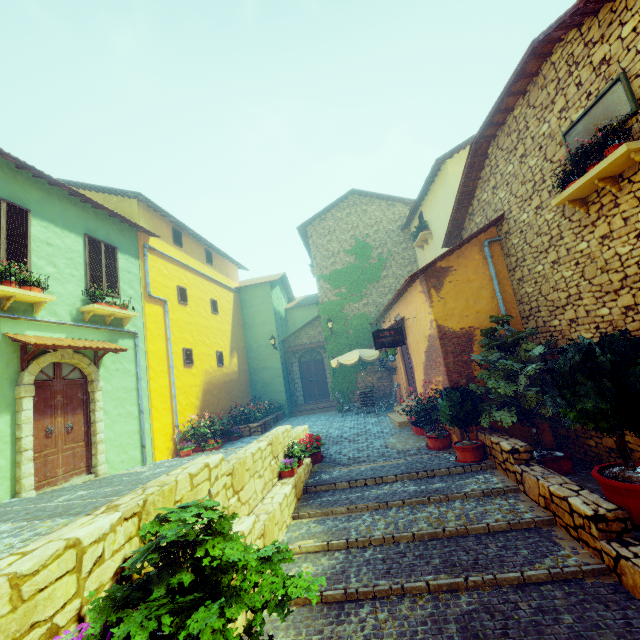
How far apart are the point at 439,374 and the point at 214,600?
7.2m

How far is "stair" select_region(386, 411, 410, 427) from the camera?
10.5m

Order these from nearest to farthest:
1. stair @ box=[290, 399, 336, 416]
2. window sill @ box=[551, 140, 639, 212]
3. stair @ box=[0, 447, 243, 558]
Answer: stair @ box=[0, 447, 243, 558]
window sill @ box=[551, 140, 639, 212]
stair @ box=[290, 399, 336, 416]

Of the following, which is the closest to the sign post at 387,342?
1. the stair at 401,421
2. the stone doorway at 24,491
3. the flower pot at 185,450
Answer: the stair at 401,421

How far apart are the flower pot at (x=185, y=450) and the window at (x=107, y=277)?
5.1m

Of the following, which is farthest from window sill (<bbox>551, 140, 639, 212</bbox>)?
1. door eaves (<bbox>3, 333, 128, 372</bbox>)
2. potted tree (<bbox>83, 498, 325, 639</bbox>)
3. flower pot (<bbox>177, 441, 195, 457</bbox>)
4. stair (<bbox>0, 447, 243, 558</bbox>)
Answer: flower pot (<bbox>177, 441, 195, 457</bbox>)

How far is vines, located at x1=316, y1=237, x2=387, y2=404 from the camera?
15.79m

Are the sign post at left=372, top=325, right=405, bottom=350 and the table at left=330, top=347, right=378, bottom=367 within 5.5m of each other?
yes
